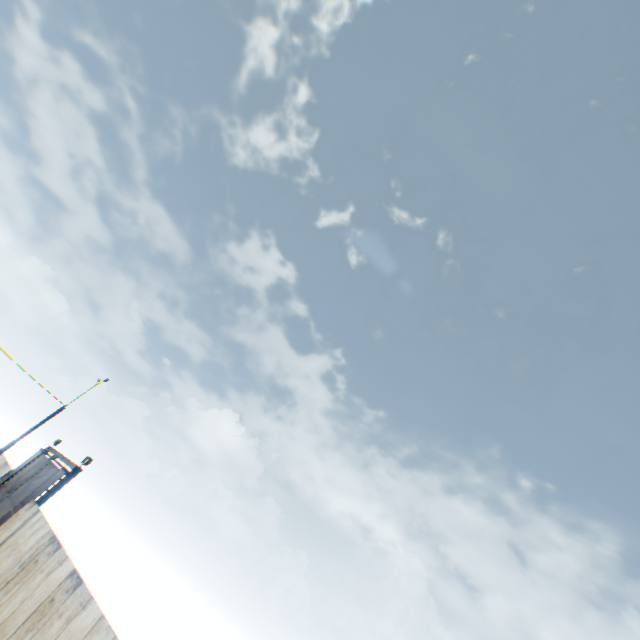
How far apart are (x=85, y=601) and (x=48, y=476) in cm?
1594
